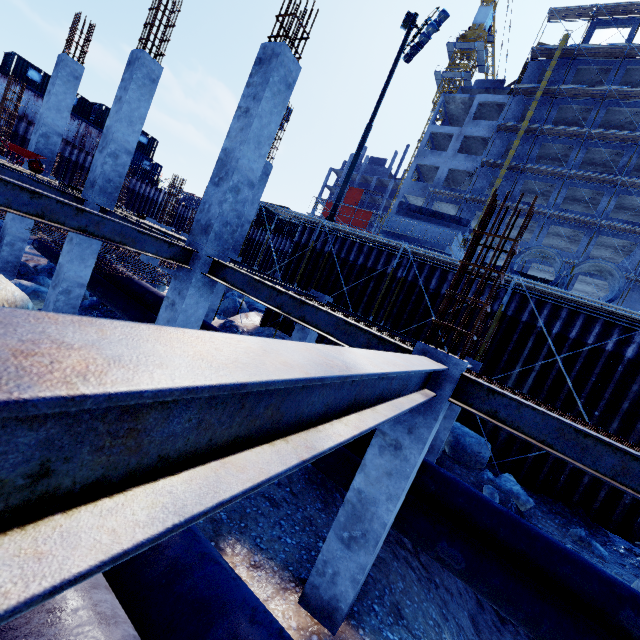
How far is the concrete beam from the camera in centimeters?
1705cm

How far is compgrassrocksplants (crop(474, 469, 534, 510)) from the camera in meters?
9.2 m

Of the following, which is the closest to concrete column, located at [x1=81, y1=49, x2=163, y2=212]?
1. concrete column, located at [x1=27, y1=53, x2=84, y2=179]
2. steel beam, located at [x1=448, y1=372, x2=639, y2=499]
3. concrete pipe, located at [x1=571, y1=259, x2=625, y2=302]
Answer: concrete column, located at [x1=27, y1=53, x2=84, y2=179]

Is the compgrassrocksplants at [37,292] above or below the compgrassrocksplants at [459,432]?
below

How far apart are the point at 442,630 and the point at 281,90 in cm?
1026

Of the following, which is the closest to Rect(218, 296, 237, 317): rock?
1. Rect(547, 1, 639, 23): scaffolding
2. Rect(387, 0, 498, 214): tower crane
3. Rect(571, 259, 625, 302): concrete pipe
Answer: Rect(547, 1, 639, 23): scaffolding

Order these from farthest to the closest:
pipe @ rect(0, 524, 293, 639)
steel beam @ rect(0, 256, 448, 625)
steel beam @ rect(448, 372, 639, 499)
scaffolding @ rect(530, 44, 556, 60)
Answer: scaffolding @ rect(530, 44, 556, 60) < steel beam @ rect(448, 372, 639, 499) < pipe @ rect(0, 524, 293, 639) < steel beam @ rect(0, 256, 448, 625)

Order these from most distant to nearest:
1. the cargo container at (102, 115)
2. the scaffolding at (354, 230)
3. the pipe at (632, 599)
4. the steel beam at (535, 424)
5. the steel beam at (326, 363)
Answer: the cargo container at (102, 115) < the scaffolding at (354, 230) < the pipe at (632, 599) < the steel beam at (535, 424) < the steel beam at (326, 363)
